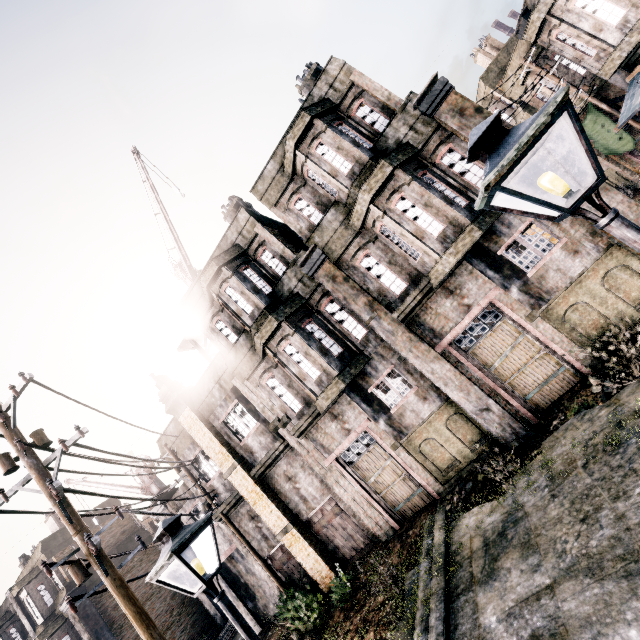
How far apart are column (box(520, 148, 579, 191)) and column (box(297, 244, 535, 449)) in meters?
5.6

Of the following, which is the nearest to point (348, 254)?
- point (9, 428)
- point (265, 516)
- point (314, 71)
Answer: point (314, 71)

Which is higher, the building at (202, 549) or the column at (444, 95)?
the column at (444, 95)

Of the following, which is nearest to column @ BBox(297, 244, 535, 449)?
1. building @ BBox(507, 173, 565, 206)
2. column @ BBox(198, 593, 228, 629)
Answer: building @ BBox(507, 173, 565, 206)

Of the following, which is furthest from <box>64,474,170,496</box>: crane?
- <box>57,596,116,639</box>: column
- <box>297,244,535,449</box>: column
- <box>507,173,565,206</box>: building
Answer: <box>507,173,565,206</box>: building

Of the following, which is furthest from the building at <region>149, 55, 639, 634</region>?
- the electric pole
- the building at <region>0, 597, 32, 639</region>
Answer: the building at <region>0, 597, 32, 639</region>

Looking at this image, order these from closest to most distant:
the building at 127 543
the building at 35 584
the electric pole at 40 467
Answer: the electric pole at 40 467
the building at 35 584
the building at 127 543

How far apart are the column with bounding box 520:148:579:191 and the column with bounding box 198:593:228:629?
32.67m
